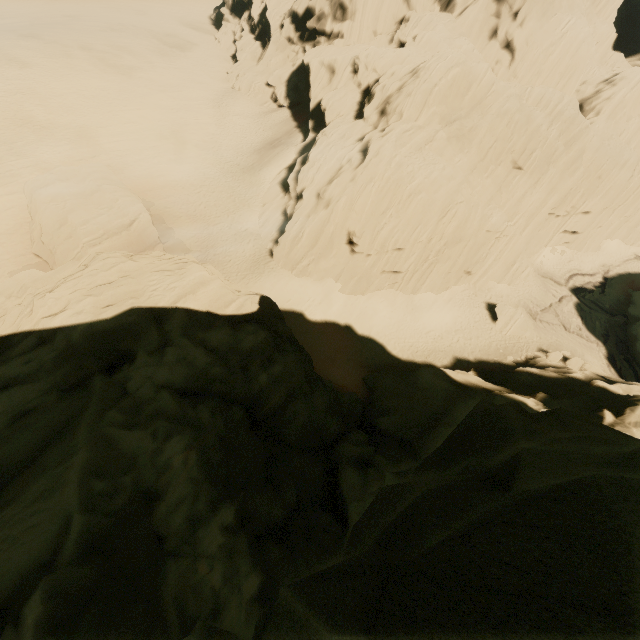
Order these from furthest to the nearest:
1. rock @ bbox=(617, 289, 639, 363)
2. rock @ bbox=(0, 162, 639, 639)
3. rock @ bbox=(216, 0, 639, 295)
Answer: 1. rock @ bbox=(617, 289, 639, 363)
2. rock @ bbox=(216, 0, 639, 295)
3. rock @ bbox=(0, 162, 639, 639)

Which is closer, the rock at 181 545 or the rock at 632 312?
the rock at 181 545

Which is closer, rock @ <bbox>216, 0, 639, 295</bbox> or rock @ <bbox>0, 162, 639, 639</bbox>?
rock @ <bbox>0, 162, 639, 639</bbox>

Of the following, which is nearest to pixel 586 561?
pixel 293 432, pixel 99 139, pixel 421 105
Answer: pixel 293 432

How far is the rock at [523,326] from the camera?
32.66m

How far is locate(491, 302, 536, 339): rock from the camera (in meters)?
32.66
